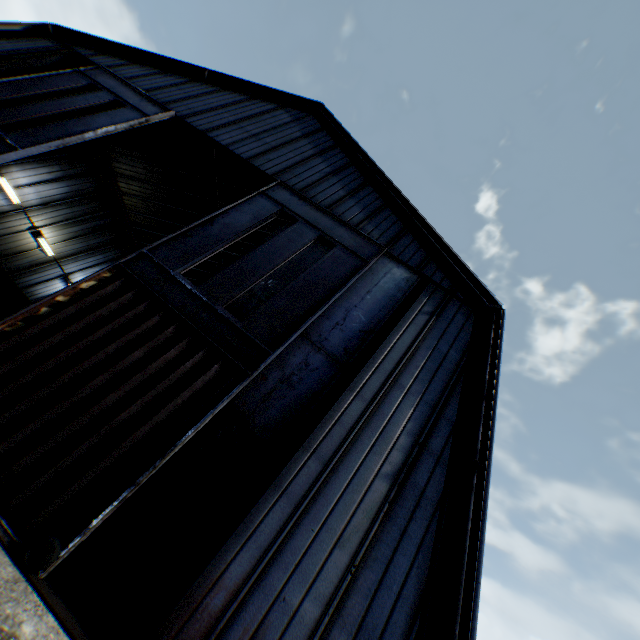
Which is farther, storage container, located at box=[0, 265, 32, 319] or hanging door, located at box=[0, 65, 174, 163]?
storage container, located at box=[0, 265, 32, 319]

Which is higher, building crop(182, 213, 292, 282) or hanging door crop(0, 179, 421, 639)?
building crop(182, 213, 292, 282)

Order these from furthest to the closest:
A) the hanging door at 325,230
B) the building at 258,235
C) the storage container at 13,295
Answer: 1. the building at 258,235
2. the storage container at 13,295
3. the hanging door at 325,230

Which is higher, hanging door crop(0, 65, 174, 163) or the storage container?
hanging door crop(0, 65, 174, 163)

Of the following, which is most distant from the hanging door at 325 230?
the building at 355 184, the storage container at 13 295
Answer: the storage container at 13 295

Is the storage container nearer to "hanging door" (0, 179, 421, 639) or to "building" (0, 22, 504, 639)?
"building" (0, 22, 504, 639)

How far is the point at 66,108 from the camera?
11.6m

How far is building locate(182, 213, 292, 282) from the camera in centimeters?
2167cm
